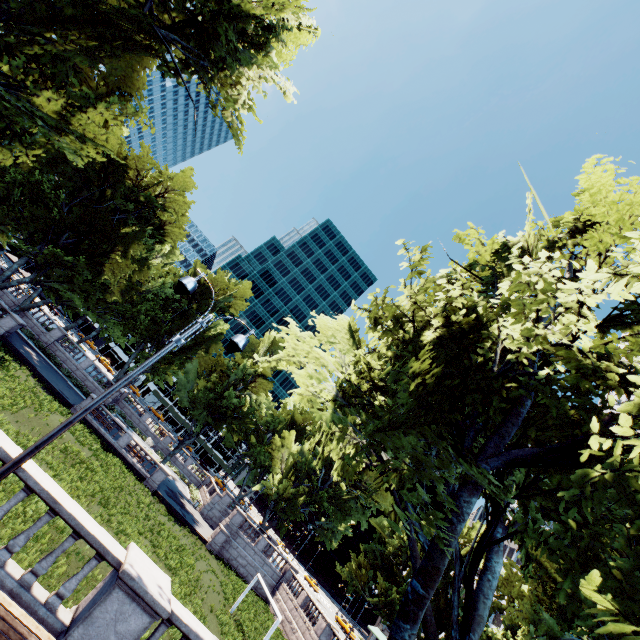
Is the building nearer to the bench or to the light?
the bench

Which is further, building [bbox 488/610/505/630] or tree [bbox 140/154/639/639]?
building [bbox 488/610/505/630]

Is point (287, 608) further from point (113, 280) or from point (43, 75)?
point (43, 75)

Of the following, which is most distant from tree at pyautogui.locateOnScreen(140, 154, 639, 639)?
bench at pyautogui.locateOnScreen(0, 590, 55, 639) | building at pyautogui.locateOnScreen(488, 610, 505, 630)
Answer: bench at pyautogui.locateOnScreen(0, 590, 55, 639)

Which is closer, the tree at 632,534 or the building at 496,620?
the tree at 632,534

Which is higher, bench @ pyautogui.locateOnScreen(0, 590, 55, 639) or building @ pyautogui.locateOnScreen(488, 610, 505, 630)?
building @ pyautogui.locateOnScreen(488, 610, 505, 630)

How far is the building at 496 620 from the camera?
55.1m

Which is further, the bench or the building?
the building
